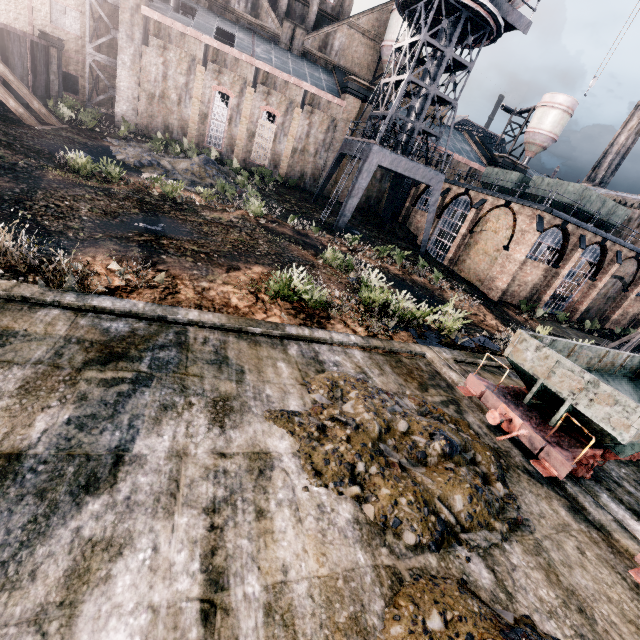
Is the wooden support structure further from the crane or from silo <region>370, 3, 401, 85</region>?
silo <region>370, 3, 401, 85</region>

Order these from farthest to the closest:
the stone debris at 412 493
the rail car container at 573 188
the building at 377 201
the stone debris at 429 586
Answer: the building at 377 201 → the rail car container at 573 188 → the stone debris at 412 493 → the stone debris at 429 586

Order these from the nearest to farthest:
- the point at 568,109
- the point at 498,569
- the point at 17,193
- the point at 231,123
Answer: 1. the point at 498,569
2. the point at 17,193
3. the point at 231,123
4. the point at 568,109

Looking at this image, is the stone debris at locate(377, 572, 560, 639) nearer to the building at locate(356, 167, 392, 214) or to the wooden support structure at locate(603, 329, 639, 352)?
the building at locate(356, 167, 392, 214)

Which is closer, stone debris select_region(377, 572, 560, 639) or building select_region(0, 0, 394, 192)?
stone debris select_region(377, 572, 560, 639)

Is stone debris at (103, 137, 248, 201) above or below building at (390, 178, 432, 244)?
below

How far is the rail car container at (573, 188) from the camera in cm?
2802

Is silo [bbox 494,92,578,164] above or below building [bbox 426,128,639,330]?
above
